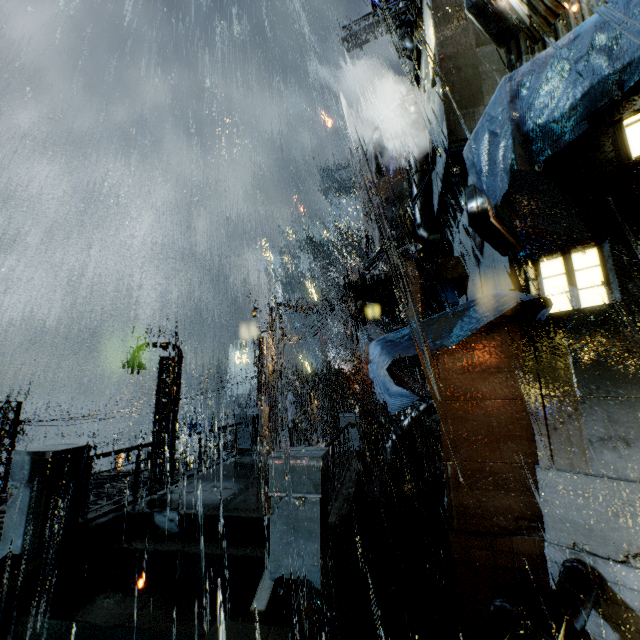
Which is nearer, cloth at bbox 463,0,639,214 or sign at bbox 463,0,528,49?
cloth at bbox 463,0,639,214

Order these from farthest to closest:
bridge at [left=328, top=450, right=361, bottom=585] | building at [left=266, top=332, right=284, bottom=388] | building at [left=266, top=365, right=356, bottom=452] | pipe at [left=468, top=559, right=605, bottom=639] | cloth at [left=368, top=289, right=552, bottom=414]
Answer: building at [left=266, top=332, right=284, bottom=388], building at [left=266, top=365, right=356, bottom=452], bridge at [left=328, top=450, right=361, bottom=585], cloth at [left=368, top=289, right=552, bottom=414], pipe at [left=468, top=559, right=605, bottom=639]

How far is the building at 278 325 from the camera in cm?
2042

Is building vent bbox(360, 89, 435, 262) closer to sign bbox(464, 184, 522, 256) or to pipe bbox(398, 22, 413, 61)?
sign bbox(464, 184, 522, 256)

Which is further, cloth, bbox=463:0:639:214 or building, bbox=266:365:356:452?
building, bbox=266:365:356:452

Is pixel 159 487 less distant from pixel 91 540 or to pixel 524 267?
pixel 91 540

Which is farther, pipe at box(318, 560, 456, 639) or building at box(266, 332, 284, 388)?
building at box(266, 332, 284, 388)

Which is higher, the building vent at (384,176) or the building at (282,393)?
the building vent at (384,176)
